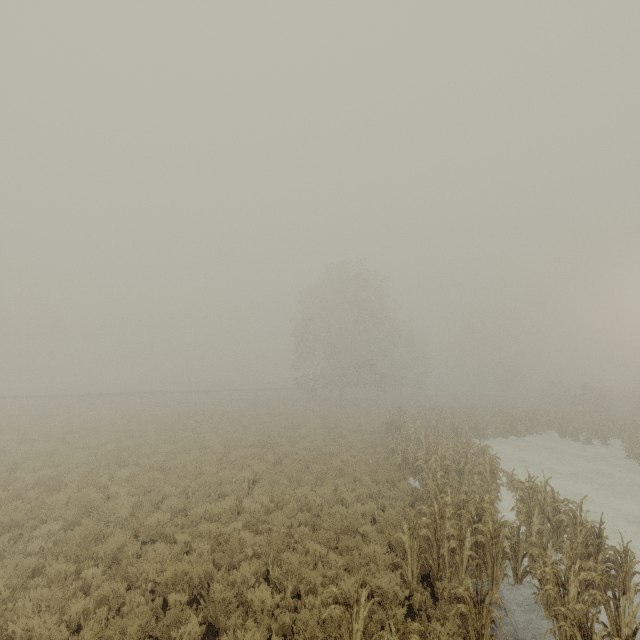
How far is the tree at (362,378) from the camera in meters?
36.5 m

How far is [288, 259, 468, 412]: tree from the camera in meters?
36.5

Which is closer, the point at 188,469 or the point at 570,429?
the point at 188,469

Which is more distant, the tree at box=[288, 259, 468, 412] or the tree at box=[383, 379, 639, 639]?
the tree at box=[288, 259, 468, 412]

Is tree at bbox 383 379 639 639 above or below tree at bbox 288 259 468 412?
below

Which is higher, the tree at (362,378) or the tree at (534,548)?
the tree at (362,378)
